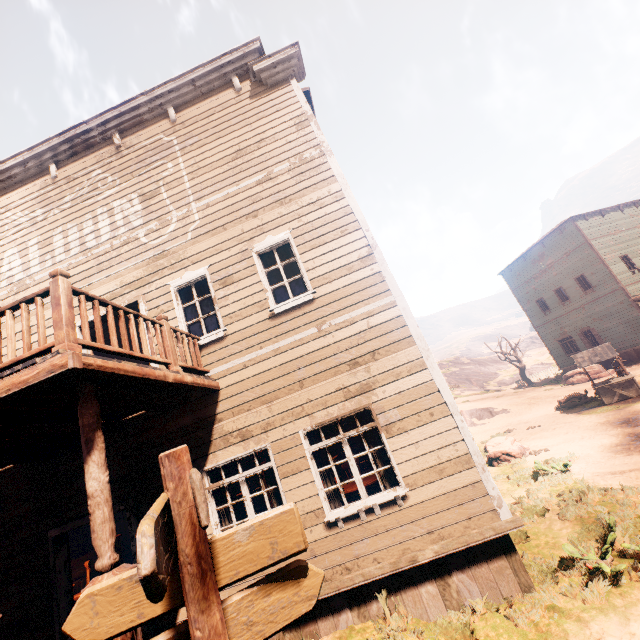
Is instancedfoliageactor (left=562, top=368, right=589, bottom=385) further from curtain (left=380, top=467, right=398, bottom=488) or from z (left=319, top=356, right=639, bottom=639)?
curtain (left=380, top=467, right=398, bottom=488)

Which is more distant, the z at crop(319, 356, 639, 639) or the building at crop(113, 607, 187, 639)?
the z at crop(319, 356, 639, 639)

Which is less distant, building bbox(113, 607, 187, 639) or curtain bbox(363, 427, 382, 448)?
building bbox(113, 607, 187, 639)

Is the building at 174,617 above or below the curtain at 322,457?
below

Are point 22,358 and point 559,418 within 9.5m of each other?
no

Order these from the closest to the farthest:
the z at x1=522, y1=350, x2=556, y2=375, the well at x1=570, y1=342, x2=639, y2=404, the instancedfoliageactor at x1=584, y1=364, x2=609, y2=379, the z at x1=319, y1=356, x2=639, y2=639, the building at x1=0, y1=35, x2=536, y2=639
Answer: the z at x1=319, y1=356, x2=639, y2=639 → the building at x1=0, y1=35, x2=536, y2=639 → the well at x1=570, y1=342, x2=639, y2=404 → the instancedfoliageactor at x1=584, y1=364, x2=609, y2=379 → the z at x1=522, y1=350, x2=556, y2=375

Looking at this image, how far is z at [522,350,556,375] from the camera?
44.1m

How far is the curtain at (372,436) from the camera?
5.7m
